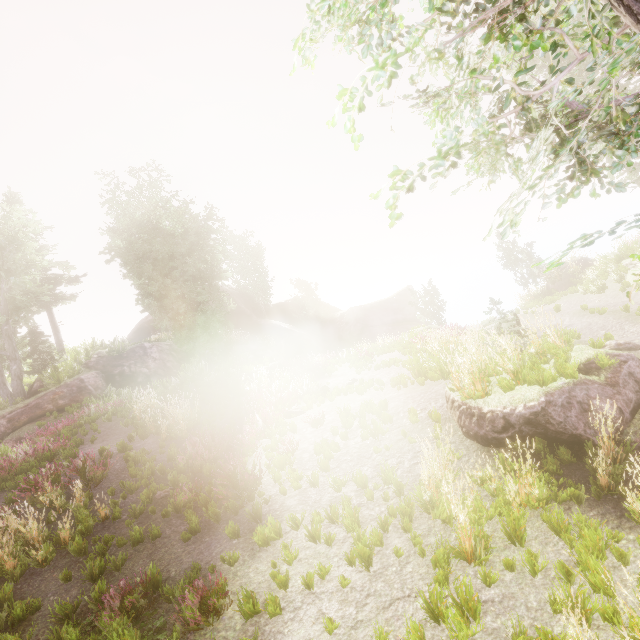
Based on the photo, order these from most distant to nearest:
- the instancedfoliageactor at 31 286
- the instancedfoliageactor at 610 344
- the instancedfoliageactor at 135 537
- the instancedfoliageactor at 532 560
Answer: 1. the instancedfoliageactor at 31 286
2. the instancedfoliageactor at 610 344
3. the instancedfoliageactor at 135 537
4. the instancedfoliageactor at 532 560

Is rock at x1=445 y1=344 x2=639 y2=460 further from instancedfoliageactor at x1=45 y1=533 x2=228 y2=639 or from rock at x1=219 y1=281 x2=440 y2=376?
rock at x1=219 y1=281 x2=440 y2=376

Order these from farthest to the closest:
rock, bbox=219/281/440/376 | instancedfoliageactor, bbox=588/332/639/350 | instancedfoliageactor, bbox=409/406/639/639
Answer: rock, bbox=219/281/440/376
instancedfoliageactor, bbox=588/332/639/350
instancedfoliageactor, bbox=409/406/639/639

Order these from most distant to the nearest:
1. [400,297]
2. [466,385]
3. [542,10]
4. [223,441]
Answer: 1. [400,297]
2. [542,10]
3. [223,441]
4. [466,385]

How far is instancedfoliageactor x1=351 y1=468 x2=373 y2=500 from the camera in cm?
606

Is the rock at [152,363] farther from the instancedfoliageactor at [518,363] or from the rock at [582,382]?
the rock at [582,382]
